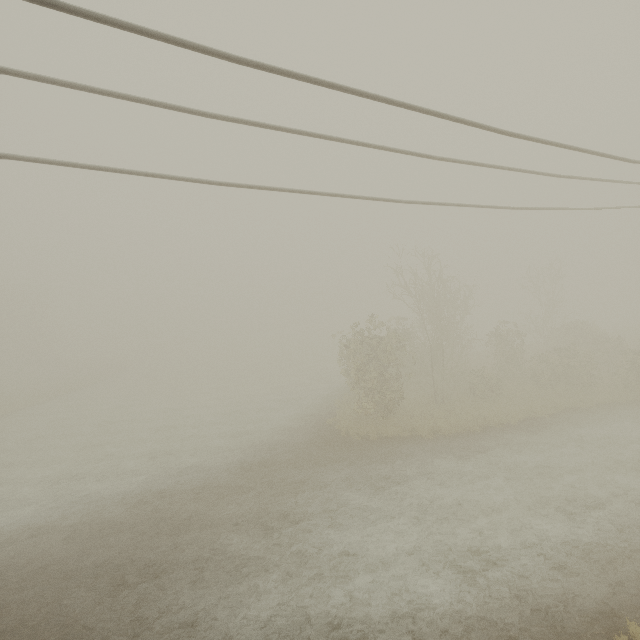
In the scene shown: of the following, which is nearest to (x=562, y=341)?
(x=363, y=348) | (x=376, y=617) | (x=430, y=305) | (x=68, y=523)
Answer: (x=430, y=305)
